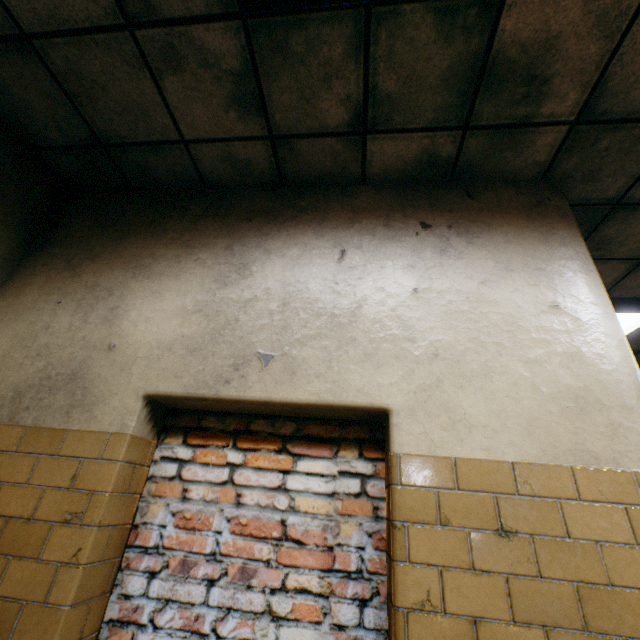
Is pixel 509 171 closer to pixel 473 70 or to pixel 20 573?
pixel 473 70
